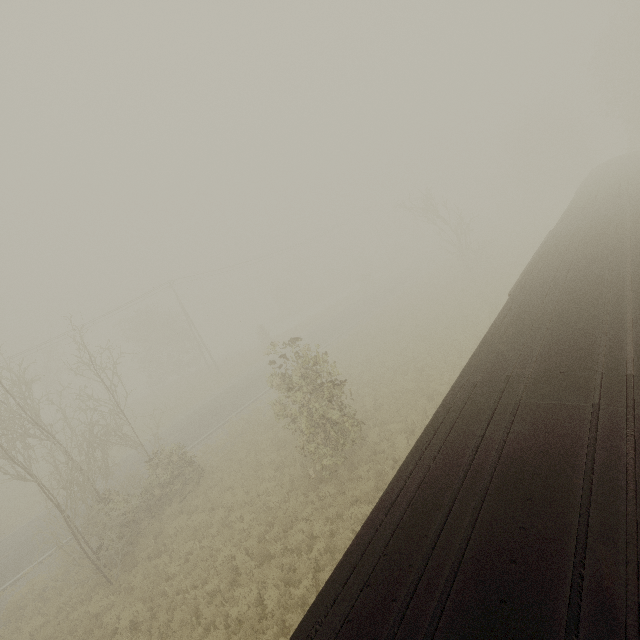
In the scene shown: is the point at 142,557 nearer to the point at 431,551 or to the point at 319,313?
the point at 431,551
